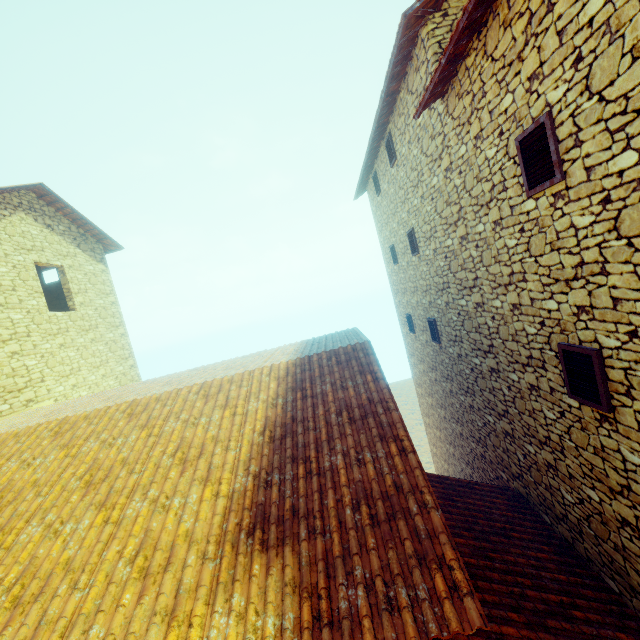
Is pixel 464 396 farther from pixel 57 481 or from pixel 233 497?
pixel 57 481

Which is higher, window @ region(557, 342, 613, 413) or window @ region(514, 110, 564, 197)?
window @ region(514, 110, 564, 197)

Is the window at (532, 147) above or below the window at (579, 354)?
above

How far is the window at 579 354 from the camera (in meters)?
3.40

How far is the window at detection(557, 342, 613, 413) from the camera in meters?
3.4 m
